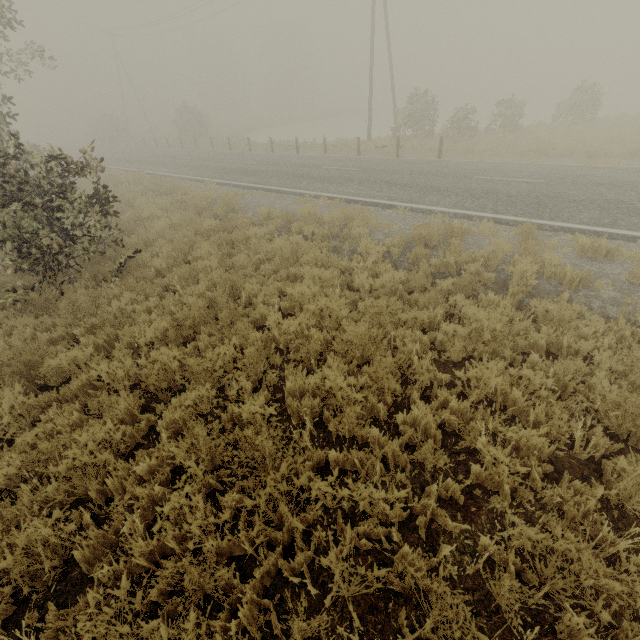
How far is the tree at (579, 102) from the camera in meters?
19.8 m

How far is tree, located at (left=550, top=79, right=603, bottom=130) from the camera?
19.8m

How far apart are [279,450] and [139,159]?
29.5m
